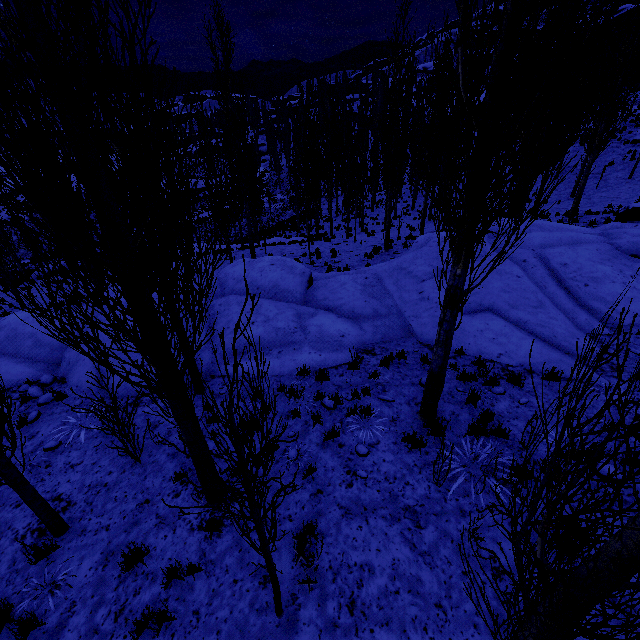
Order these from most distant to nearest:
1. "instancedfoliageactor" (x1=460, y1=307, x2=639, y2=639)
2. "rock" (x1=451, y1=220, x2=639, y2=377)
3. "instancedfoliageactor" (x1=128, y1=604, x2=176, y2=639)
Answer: "rock" (x1=451, y1=220, x2=639, y2=377), "instancedfoliageactor" (x1=128, y1=604, x2=176, y2=639), "instancedfoliageactor" (x1=460, y1=307, x2=639, y2=639)

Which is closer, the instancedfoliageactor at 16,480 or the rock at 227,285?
the instancedfoliageactor at 16,480

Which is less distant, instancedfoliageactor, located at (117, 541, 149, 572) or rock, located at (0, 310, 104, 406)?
instancedfoliageactor, located at (117, 541, 149, 572)

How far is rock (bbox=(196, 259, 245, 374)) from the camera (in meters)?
9.22

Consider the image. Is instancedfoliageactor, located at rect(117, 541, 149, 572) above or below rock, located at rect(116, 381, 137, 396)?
above

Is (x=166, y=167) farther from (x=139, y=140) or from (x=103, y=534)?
(x=103, y=534)

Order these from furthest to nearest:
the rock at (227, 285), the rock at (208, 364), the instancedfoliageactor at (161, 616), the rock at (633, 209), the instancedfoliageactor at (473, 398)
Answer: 1. the rock at (633, 209)
2. the rock at (227, 285)
3. the rock at (208, 364)
4. the instancedfoliageactor at (473, 398)
5. the instancedfoliageactor at (161, 616)
